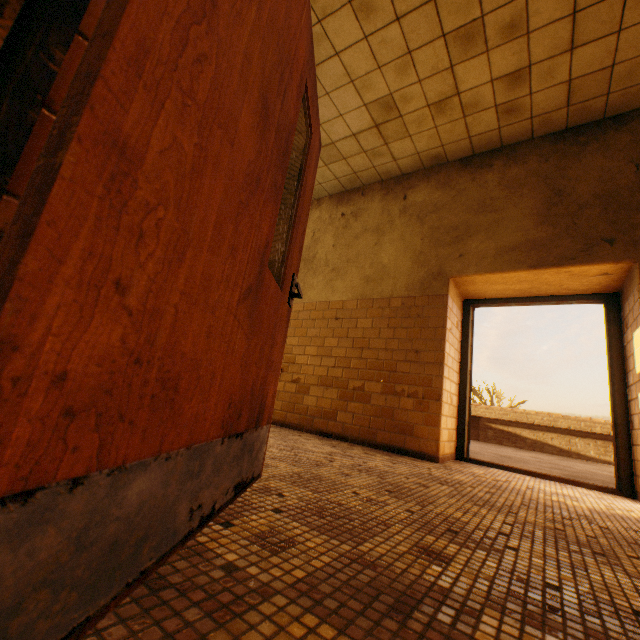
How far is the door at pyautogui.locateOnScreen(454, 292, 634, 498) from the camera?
3.3m

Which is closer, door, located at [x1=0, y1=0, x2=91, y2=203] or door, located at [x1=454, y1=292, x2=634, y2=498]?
door, located at [x1=0, y1=0, x2=91, y2=203]

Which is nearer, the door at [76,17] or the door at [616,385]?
the door at [76,17]

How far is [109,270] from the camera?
0.5m
